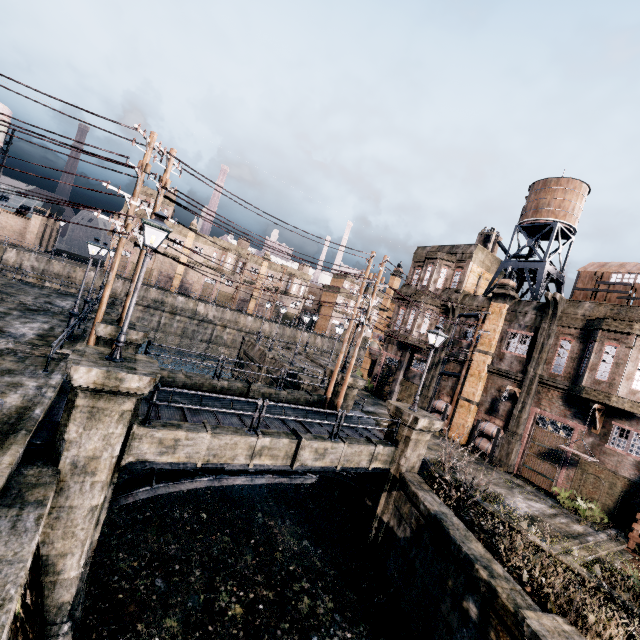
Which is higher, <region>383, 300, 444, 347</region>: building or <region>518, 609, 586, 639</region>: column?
<region>383, 300, 444, 347</region>: building

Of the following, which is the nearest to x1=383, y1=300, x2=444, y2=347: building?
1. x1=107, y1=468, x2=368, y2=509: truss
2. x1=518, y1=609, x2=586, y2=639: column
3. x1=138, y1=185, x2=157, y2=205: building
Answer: x1=518, y1=609, x2=586, y2=639: column

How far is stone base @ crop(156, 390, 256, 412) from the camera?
14.18m

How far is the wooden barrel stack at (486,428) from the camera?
21.7 meters

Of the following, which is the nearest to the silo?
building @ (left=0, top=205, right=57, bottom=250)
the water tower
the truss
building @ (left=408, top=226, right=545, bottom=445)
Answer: building @ (left=408, top=226, right=545, bottom=445)

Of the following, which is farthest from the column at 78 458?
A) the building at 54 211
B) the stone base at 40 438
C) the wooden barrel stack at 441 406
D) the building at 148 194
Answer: the building at 54 211

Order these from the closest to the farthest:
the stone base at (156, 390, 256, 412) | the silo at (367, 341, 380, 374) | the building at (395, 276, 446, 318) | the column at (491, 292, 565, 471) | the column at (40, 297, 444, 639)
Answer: the column at (40, 297, 444, 639), the stone base at (156, 390, 256, 412), the column at (491, 292, 565, 471), the building at (395, 276, 446, 318), the silo at (367, 341, 380, 374)

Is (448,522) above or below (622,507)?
below
